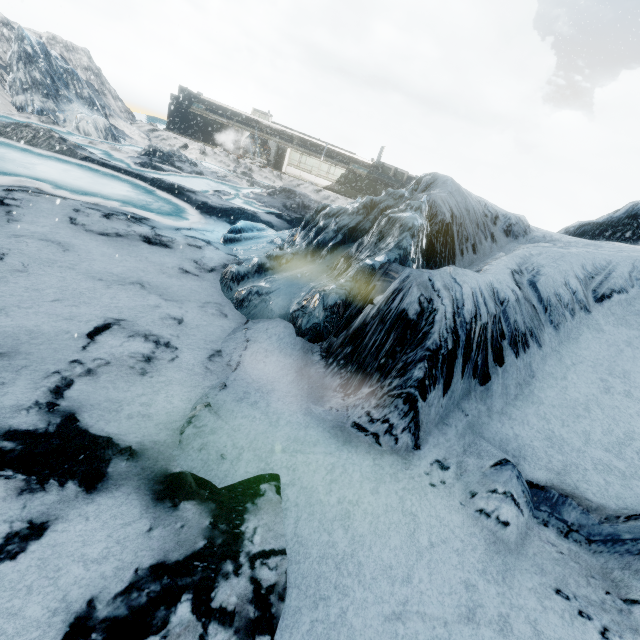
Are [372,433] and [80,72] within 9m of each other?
no
